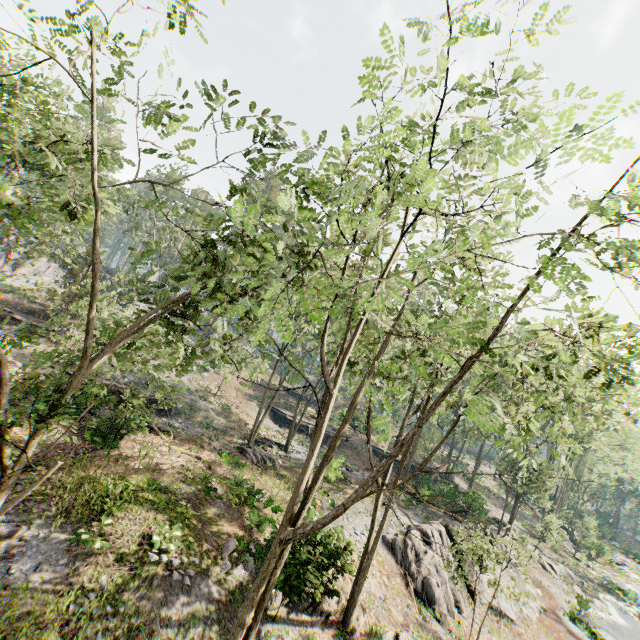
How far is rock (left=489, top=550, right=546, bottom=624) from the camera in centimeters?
2175cm

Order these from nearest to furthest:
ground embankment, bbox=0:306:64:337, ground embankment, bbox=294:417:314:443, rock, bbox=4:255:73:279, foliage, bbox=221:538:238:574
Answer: foliage, bbox=221:538:238:574 < ground embankment, bbox=0:306:64:337 < ground embankment, bbox=294:417:314:443 < rock, bbox=4:255:73:279

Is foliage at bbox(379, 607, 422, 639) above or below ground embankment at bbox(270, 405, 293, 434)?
below

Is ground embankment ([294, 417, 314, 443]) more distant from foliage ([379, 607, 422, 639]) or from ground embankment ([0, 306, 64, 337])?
ground embankment ([0, 306, 64, 337])

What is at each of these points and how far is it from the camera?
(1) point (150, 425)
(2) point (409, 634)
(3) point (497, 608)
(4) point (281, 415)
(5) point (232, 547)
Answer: (1) foliage, 23.5 meters
(2) foliage, 15.3 meters
(3) rock, 21.9 meters
(4) ground embankment, 41.2 meters
(5) foliage, 14.6 meters

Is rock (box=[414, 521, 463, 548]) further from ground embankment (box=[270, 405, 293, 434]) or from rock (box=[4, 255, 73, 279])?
rock (box=[4, 255, 73, 279])

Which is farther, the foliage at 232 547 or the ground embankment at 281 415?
the ground embankment at 281 415

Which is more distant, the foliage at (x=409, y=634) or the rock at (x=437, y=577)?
the rock at (x=437, y=577)
